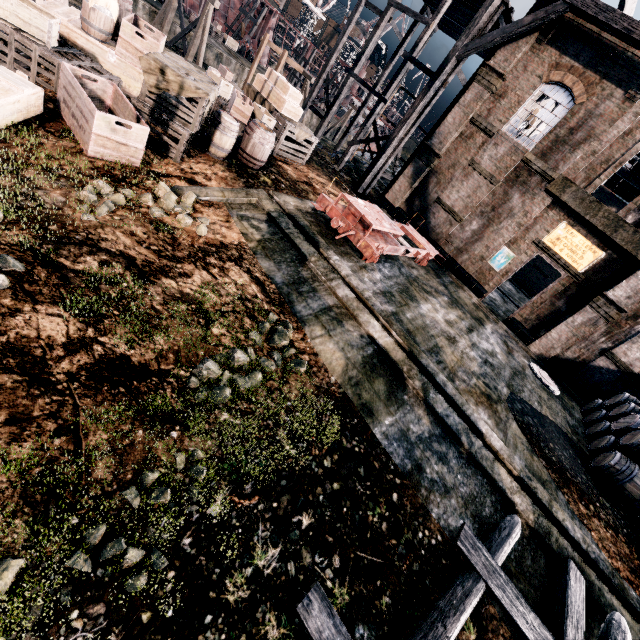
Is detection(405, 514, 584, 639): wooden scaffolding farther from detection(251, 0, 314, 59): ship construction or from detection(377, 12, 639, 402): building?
detection(251, 0, 314, 59): ship construction

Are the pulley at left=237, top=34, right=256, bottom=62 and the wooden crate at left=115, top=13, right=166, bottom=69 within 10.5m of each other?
no

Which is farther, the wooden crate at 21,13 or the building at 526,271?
the building at 526,271

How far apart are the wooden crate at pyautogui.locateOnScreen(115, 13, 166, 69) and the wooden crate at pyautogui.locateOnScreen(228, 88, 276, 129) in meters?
2.6 m

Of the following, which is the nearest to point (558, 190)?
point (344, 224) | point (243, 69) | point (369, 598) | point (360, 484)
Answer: point (344, 224)

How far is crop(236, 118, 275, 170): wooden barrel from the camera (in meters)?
11.17

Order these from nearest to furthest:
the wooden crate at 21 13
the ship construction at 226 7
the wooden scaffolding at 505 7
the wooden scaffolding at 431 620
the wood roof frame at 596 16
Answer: the wooden scaffolding at 431 620 < the wooden crate at 21 13 < the wood roof frame at 596 16 < the wooden scaffolding at 505 7 < the ship construction at 226 7

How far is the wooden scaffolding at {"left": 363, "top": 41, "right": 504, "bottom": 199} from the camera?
18.16m
